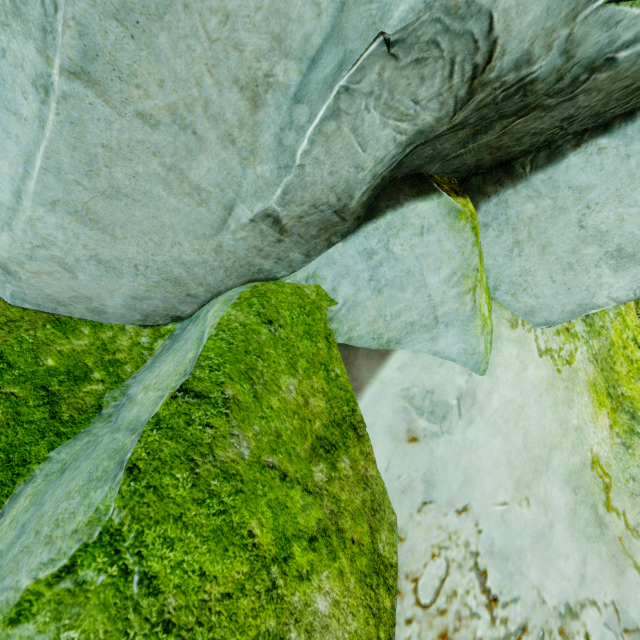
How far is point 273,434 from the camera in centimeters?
133cm
